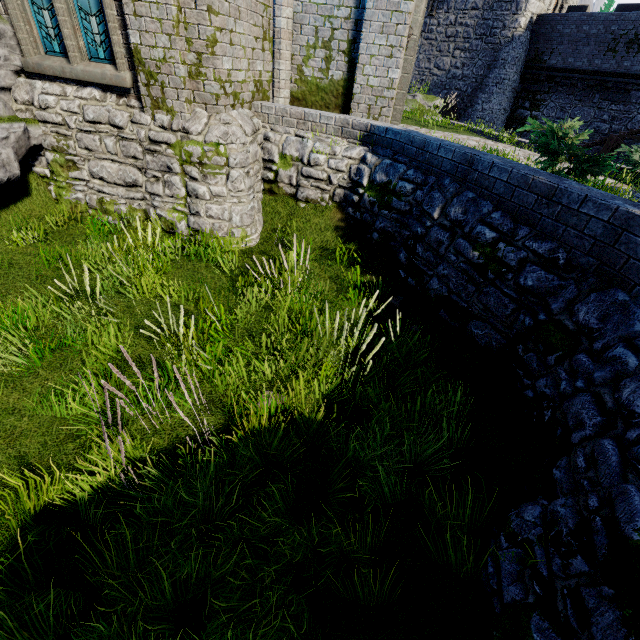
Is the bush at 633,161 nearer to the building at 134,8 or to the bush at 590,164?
the bush at 590,164

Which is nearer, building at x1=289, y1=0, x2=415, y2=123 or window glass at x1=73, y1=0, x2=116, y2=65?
window glass at x1=73, y1=0, x2=116, y2=65

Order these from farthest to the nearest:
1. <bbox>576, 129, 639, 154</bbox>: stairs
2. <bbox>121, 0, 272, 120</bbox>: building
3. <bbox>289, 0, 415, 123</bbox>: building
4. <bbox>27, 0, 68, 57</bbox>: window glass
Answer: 1. <bbox>576, 129, 639, 154</bbox>: stairs
2. <bbox>289, 0, 415, 123</bbox>: building
3. <bbox>27, 0, 68, 57</bbox>: window glass
4. <bbox>121, 0, 272, 120</bbox>: building

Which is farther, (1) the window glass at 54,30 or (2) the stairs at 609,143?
(2) the stairs at 609,143

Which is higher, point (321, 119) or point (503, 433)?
point (321, 119)

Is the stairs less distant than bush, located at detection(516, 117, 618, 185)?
No

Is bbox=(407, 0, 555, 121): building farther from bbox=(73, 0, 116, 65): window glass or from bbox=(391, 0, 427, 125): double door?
bbox=(73, 0, 116, 65): window glass

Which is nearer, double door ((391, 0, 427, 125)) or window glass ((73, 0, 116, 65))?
window glass ((73, 0, 116, 65))
